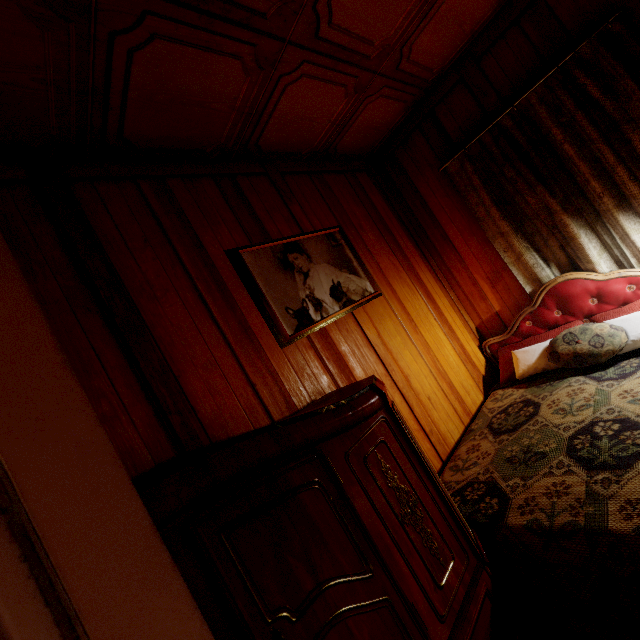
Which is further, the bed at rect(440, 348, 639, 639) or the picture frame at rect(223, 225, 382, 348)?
the picture frame at rect(223, 225, 382, 348)

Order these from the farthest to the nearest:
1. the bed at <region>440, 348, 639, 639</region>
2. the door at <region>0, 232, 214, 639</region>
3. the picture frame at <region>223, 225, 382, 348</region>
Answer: the picture frame at <region>223, 225, 382, 348</region>
the bed at <region>440, 348, 639, 639</region>
the door at <region>0, 232, 214, 639</region>

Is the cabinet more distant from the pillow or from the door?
the pillow

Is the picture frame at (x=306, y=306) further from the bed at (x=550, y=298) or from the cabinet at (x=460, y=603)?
the bed at (x=550, y=298)

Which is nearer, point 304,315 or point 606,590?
point 606,590

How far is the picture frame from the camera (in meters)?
1.81

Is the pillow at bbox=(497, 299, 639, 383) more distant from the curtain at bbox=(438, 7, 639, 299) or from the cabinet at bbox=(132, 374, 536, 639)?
the cabinet at bbox=(132, 374, 536, 639)

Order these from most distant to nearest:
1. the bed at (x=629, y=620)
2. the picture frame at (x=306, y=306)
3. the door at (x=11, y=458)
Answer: the picture frame at (x=306, y=306) < the bed at (x=629, y=620) < the door at (x=11, y=458)
